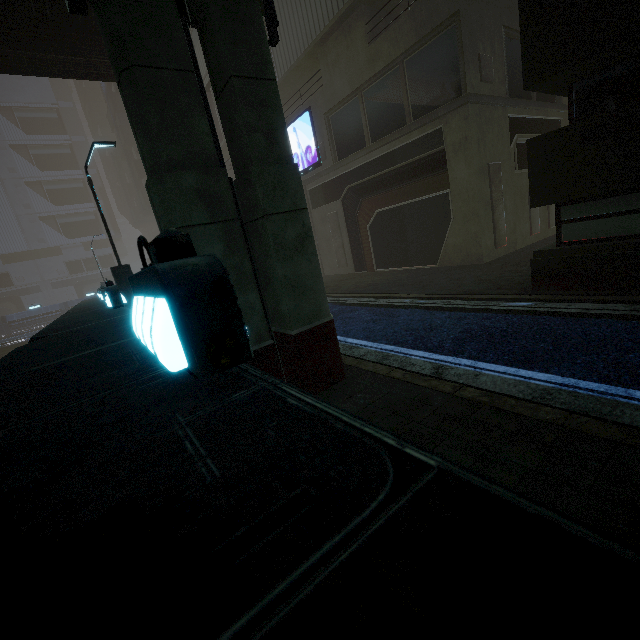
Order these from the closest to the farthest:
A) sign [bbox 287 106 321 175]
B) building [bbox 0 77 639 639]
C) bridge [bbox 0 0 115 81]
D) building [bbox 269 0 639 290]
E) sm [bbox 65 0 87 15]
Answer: building [bbox 0 77 639 639] < sm [bbox 65 0 87 15] < building [bbox 269 0 639 290] < bridge [bbox 0 0 115 81] < sign [bbox 287 106 321 175]

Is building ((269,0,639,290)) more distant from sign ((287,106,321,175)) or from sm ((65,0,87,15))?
sm ((65,0,87,15))

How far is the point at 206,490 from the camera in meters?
0.6 m

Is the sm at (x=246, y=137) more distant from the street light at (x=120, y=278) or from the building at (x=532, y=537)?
the street light at (x=120, y=278)

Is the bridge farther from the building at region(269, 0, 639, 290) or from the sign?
the building at region(269, 0, 639, 290)

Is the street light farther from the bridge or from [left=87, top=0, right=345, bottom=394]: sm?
[left=87, top=0, right=345, bottom=394]: sm

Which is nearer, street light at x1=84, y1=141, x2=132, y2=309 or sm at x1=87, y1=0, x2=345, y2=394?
sm at x1=87, y1=0, x2=345, y2=394

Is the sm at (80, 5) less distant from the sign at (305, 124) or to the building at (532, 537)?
the building at (532, 537)
